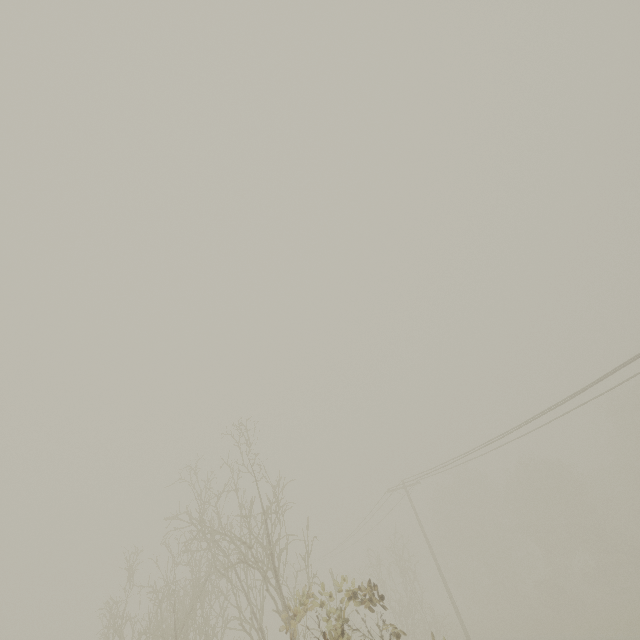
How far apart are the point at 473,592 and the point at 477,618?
3.8m
